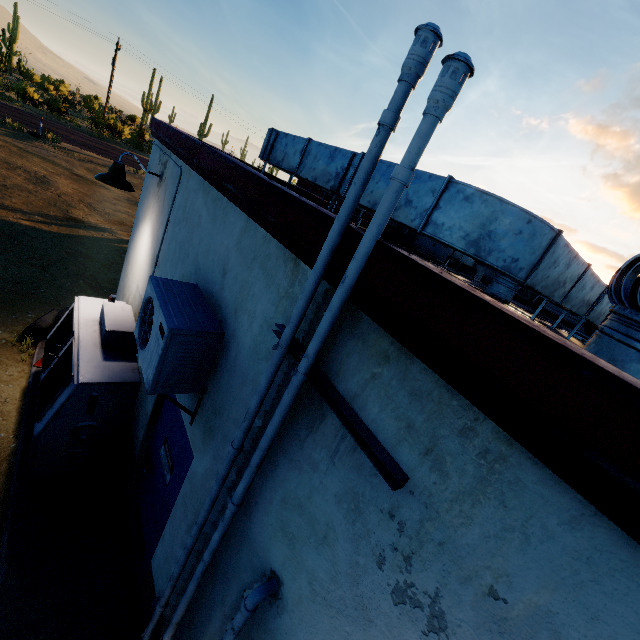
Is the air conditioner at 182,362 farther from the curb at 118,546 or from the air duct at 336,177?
the curb at 118,546

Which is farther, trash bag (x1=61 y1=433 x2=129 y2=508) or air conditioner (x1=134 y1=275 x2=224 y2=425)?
trash bag (x1=61 y1=433 x2=129 y2=508)

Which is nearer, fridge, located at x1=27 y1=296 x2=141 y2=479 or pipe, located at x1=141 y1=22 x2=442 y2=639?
pipe, located at x1=141 y1=22 x2=442 y2=639

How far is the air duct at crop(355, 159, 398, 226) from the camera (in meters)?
2.67

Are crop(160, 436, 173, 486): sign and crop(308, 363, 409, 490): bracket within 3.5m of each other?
yes

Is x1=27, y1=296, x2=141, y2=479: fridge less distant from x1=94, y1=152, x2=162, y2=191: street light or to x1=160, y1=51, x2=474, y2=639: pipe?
x1=94, y1=152, x2=162, y2=191: street light

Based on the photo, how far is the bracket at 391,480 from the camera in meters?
1.1

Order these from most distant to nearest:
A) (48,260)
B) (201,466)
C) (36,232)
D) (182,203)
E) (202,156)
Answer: (36,232) → (48,260) → (182,203) → (202,156) → (201,466)
